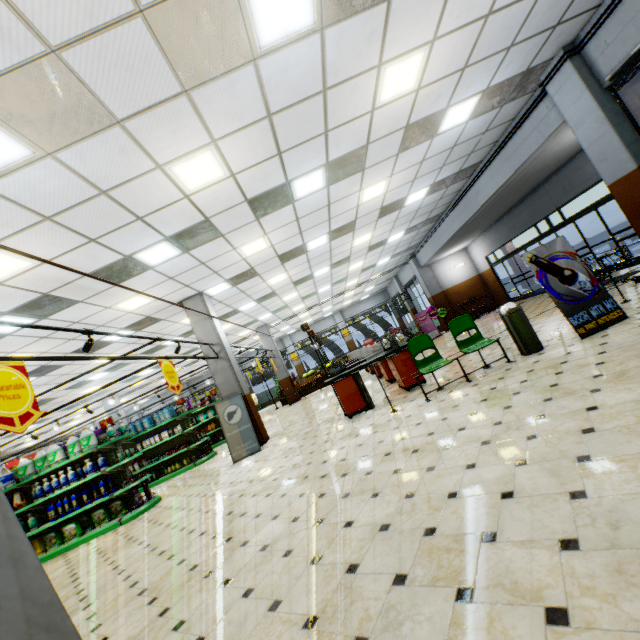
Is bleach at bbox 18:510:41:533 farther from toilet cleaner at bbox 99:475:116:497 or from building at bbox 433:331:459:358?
toilet cleaner at bbox 99:475:116:497

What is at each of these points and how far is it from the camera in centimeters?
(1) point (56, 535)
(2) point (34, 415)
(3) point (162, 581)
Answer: (1) boxed laundry detergent, 770cm
(2) sign, 344cm
(3) building, 358cm

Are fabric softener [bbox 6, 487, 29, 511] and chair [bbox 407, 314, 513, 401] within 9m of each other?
no

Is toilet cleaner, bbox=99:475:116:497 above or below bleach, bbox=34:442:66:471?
below

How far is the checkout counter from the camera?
7.4m

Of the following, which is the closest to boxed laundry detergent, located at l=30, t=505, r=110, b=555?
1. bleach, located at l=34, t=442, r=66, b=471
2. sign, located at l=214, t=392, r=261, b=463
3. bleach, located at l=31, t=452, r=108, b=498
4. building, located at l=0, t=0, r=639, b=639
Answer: building, located at l=0, t=0, r=639, b=639

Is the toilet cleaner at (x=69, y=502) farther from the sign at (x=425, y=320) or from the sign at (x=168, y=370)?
the sign at (x=425, y=320)

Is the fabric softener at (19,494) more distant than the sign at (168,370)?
Yes
